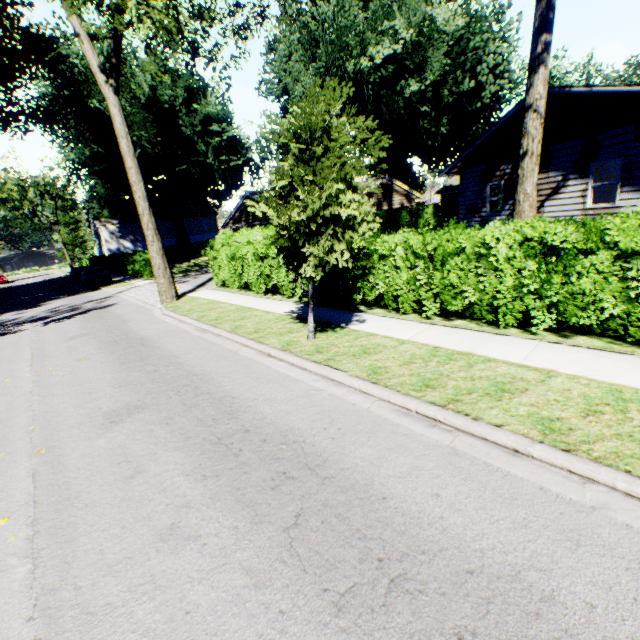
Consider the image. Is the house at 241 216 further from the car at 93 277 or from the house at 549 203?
the car at 93 277

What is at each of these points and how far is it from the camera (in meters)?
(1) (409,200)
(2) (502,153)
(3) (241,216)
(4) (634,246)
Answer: (1) house, 31.39
(2) house, 15.27
(3) house, 28.12
(4) hedge, 5.07

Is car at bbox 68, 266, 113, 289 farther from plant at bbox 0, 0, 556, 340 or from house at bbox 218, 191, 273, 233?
house at bbox 218, 191, 273, 233

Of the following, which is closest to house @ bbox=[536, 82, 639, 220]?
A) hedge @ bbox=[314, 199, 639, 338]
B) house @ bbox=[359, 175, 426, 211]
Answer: hedge @ bbox=[314, 199, 639, 338]

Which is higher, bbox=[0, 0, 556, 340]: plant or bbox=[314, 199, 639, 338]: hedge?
bbox=[0, 0, 556, 340]: plant

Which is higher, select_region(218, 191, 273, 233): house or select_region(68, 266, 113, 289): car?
select_region(218, 191, 273, 233): house

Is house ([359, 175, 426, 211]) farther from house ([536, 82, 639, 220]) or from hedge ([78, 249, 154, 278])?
house ([536, 82, 639, 220])

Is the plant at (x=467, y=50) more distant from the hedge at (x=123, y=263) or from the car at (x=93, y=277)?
the car at (x=93, y=277)
